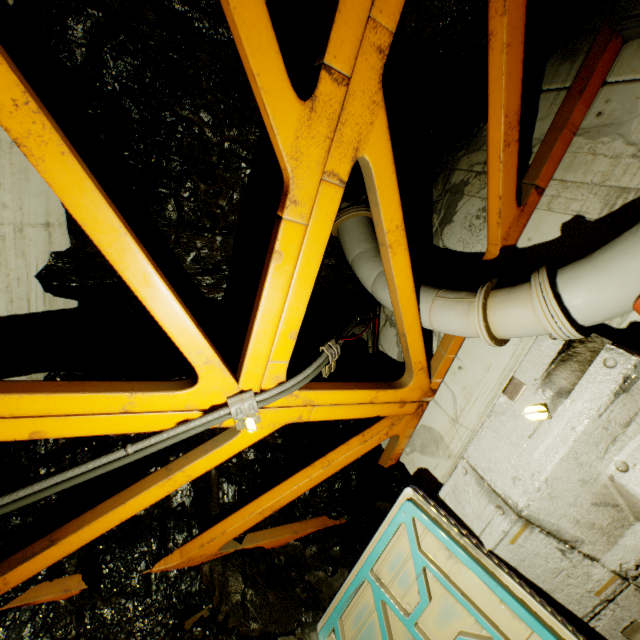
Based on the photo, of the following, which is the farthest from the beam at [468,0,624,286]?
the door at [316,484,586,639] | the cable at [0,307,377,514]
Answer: the door at [316,484,586,639]

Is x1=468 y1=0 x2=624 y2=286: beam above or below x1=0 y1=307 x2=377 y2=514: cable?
above

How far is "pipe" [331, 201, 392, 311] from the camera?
3.76m

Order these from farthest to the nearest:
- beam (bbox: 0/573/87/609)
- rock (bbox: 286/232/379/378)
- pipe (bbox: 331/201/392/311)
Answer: rock (bbox: 286/232/379/378)
pipe (bbox: 331/201/392/311)
beam (bbox: 0/573/87/609)

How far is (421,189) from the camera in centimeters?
444cm

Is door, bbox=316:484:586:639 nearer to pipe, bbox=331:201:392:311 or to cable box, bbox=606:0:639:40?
pipe, bbox=331:201:392:311

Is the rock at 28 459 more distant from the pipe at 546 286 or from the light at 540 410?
the light at 540 410

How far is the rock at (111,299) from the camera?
3.31m
